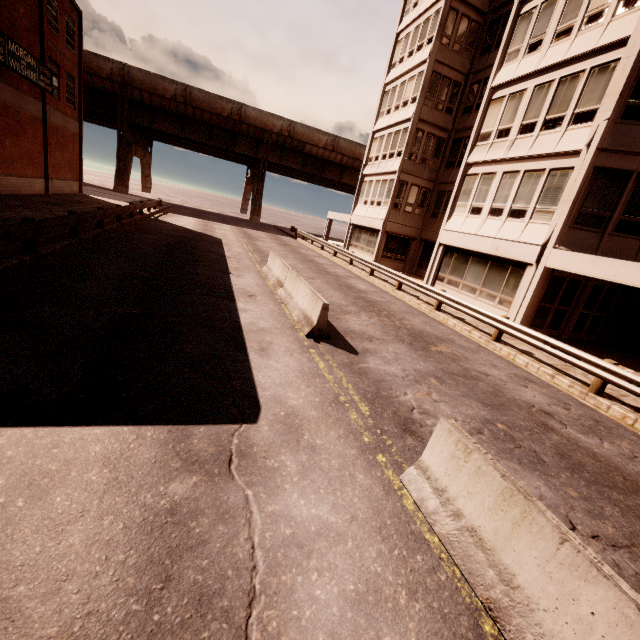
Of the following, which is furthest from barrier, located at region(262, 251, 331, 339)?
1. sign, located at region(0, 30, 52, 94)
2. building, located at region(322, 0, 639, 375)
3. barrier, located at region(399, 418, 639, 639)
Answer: sign, located at region(0, 30, 52, 94)

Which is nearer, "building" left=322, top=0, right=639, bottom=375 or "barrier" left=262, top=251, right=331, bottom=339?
"barrier" left=262, top=251, right=331, bottom=339

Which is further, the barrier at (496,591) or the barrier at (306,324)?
the barrier at (306,324)

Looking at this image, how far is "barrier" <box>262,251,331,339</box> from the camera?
8.32m

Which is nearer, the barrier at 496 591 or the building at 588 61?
the barrier at 496 591

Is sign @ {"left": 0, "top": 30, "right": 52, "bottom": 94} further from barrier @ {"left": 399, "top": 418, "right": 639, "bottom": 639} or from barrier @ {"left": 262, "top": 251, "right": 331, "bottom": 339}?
barrier @ {"left": 399, "top": 418, "right": 639, "bottom": 639}

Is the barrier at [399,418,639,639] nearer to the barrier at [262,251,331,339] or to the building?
the barrier at [262,251,331,339]

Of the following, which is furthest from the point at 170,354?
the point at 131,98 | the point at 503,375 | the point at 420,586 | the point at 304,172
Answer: the point at 304,172
